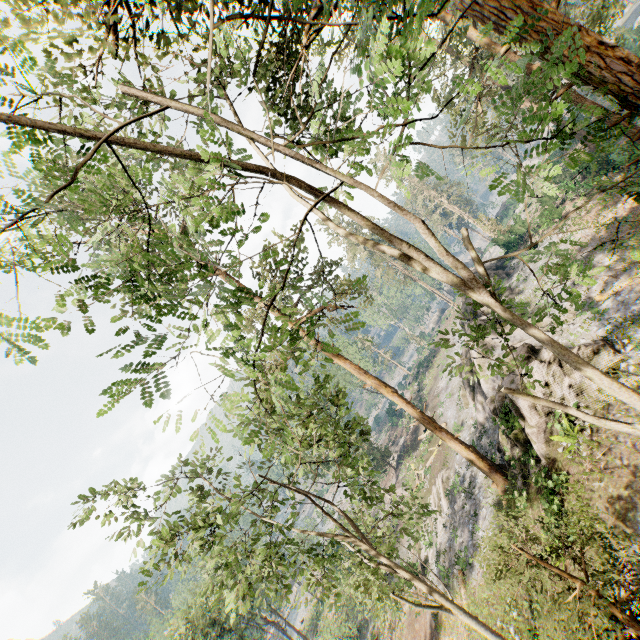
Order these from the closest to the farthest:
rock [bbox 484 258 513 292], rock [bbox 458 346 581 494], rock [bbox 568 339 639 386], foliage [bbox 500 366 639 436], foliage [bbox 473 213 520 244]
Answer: foliage [bbox 500 366 639 436] → rock [bbox 568 339 639 386] → rock [bbox 458 346 581 494] → rock [bbox 484 258 513 292] → foliage [bbox 473 213 520 244]

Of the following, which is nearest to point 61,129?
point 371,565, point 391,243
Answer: point 391,243

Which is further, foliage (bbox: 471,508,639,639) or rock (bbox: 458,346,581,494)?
rock (bbox: 458,346,581,494)

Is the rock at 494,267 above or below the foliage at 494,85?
below

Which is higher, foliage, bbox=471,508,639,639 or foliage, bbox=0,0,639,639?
foliage, bbox=0,0,639,639

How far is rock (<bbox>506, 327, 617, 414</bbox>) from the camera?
14.73m

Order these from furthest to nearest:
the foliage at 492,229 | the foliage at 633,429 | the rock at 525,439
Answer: the foliage at 492,229 < the rock at 525,439 < the foliage at 633,429
